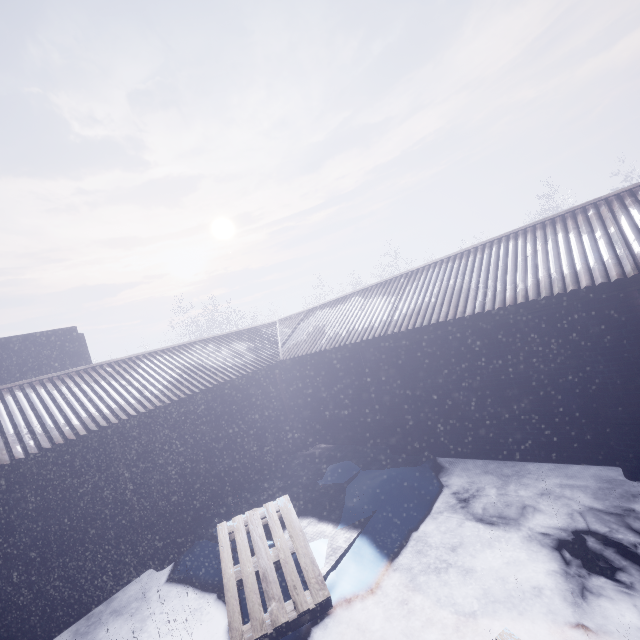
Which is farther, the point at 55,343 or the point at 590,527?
the point at 55,343
